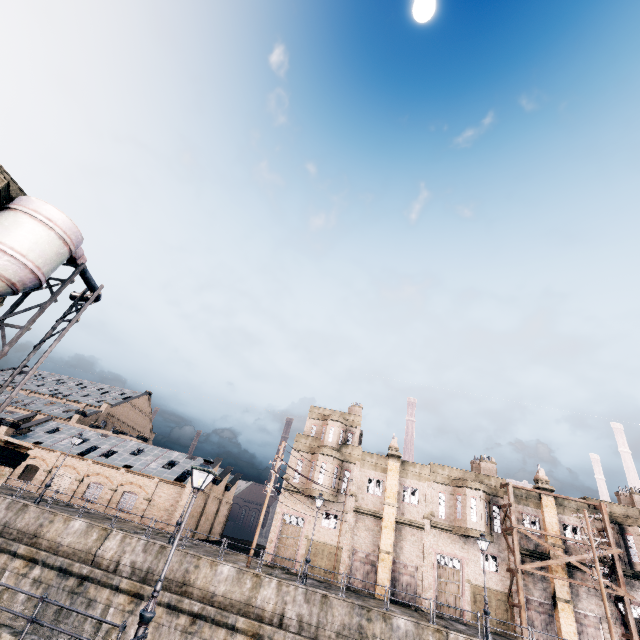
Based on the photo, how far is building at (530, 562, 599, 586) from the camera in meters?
29.0 m

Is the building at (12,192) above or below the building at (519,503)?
above

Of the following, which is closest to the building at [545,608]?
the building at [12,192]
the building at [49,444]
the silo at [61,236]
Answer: the building at [49,444]

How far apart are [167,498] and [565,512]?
41.97m

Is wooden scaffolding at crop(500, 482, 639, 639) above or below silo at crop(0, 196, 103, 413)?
below

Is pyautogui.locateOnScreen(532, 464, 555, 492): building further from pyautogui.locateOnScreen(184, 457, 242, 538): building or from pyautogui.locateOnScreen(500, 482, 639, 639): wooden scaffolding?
pyautogui.locateOnScreen(184, 457, 242, 538): building

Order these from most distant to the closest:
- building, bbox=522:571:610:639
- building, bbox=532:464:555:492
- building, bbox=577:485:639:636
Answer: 1. building, bbox=532:464:555:492
2. building, bbox=577:485:639:636
3. building, bbox=522:571:610:639
